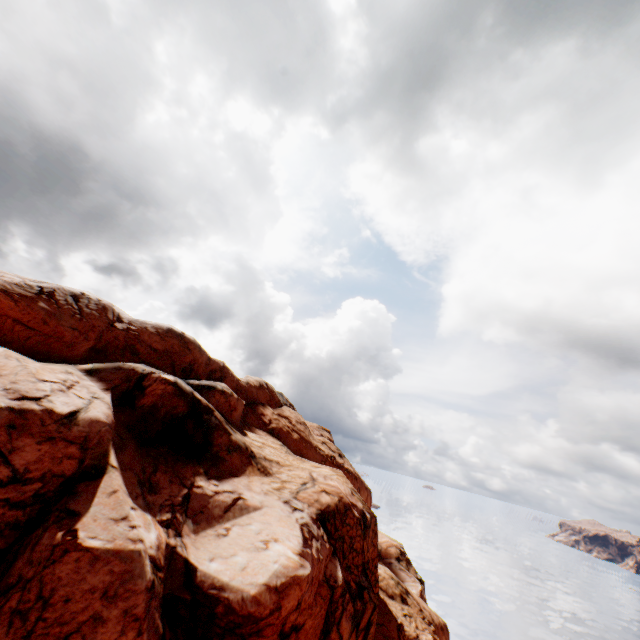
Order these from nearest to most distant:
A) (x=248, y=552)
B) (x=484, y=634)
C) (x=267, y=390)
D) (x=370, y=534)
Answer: (x=248, y=552), (x=370, y=534), (x=267, y=390), (x=484, y=634)
